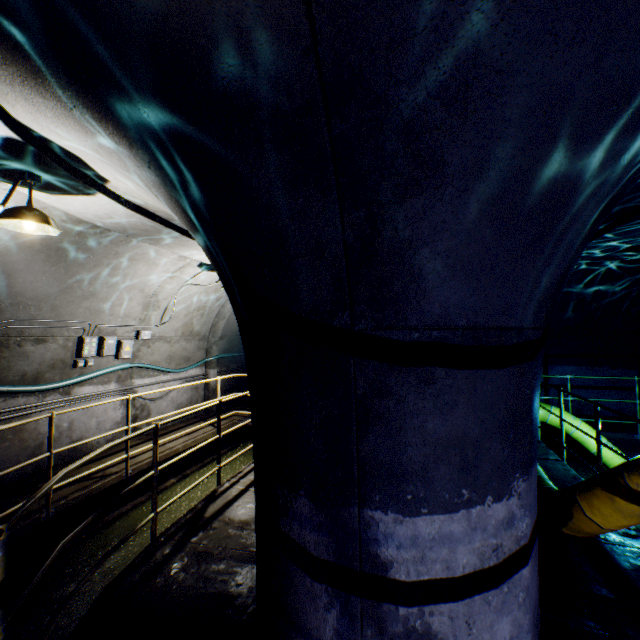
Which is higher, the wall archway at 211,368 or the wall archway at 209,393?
the wall archway at 211,368

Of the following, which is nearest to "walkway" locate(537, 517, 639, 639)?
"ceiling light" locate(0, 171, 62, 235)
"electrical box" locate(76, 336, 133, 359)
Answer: "electrical box" locate(76, 336, 133, 359)

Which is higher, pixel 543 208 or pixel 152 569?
pixel 543 208

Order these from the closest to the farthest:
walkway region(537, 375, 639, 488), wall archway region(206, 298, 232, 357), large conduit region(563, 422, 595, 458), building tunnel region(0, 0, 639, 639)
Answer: building tunnel region(0, 0, 639, 639) → walkway region(537, 375, 639, 488) → large conduit region(563, 422, 595, 458) → wall archway region(206, 298, 232, 357)

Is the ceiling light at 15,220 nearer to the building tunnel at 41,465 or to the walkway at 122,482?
the building tunnel at 41,465

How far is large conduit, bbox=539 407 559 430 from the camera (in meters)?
6.69

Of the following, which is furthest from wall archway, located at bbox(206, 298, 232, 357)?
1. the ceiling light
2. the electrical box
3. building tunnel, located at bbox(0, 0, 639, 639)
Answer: the ceiling light

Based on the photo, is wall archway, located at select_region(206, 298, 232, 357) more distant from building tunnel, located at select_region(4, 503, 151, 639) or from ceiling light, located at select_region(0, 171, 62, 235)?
ceiling light, located at select_region(0, 171, 62, 235)
